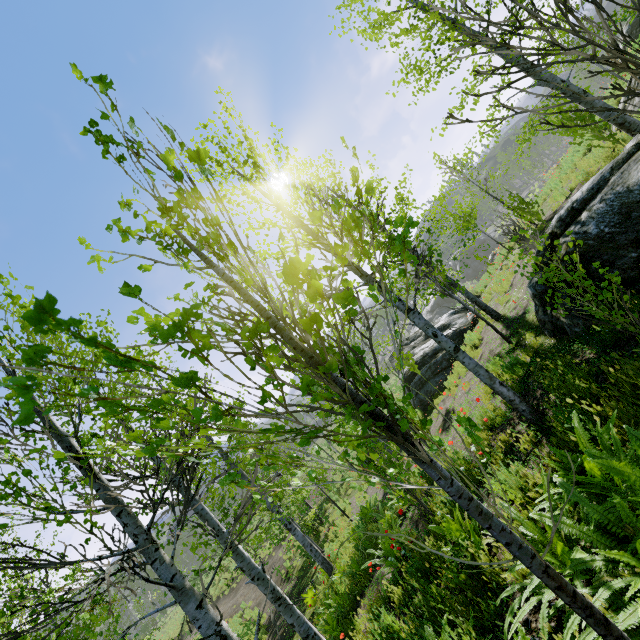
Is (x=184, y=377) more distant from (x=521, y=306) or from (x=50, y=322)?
(x=521, y=306)

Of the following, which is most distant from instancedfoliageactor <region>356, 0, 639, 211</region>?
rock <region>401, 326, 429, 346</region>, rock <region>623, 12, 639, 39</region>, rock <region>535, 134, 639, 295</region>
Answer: rock <region>623, 12, 639, 39</region>

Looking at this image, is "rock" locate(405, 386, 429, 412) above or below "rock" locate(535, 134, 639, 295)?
below

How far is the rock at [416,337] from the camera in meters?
17.2

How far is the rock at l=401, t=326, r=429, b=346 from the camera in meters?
17.2

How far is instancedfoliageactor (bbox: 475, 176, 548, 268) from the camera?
3.97m

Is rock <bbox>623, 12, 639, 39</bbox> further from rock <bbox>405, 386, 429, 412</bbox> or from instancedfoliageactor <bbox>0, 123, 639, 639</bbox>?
instancedfoliageactor <bbox>0, 123, 639, 639</bbox>
